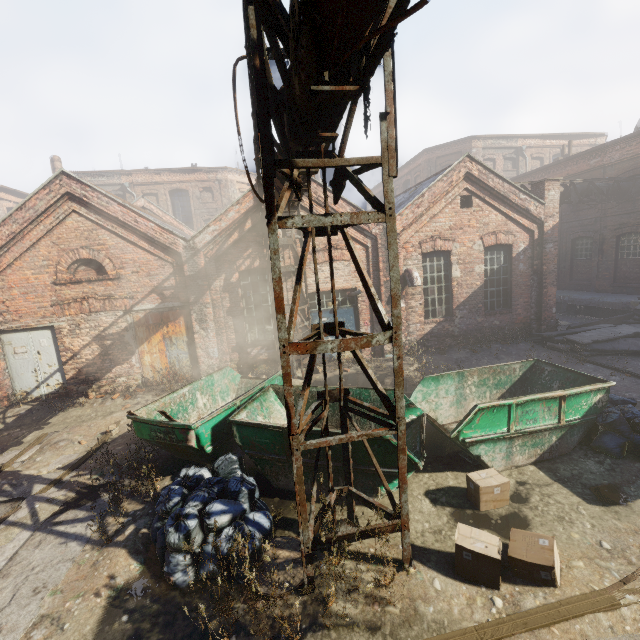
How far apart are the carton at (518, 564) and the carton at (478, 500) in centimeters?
67cm

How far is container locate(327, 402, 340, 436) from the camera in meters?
5.3

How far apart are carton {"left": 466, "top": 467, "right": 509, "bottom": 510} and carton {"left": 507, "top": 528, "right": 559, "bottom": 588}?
0.67m

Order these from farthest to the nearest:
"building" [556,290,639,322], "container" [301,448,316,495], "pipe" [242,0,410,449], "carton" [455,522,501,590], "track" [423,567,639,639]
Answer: "building" [556,290,639,322] < "container" [301,448,316,495] < "carton" [455,522,501,590] < "track" [423,567,639,639] < "pipe" [242,0,410,449]

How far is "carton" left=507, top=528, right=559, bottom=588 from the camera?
3.8m

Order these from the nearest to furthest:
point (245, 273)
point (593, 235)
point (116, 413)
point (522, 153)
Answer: point (116, 413), point (245, 273), point (593, 235), point (522, 153)

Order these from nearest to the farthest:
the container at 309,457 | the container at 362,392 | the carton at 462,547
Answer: the carton at 462,547 → the container at 309,457 → the container at 362,392
